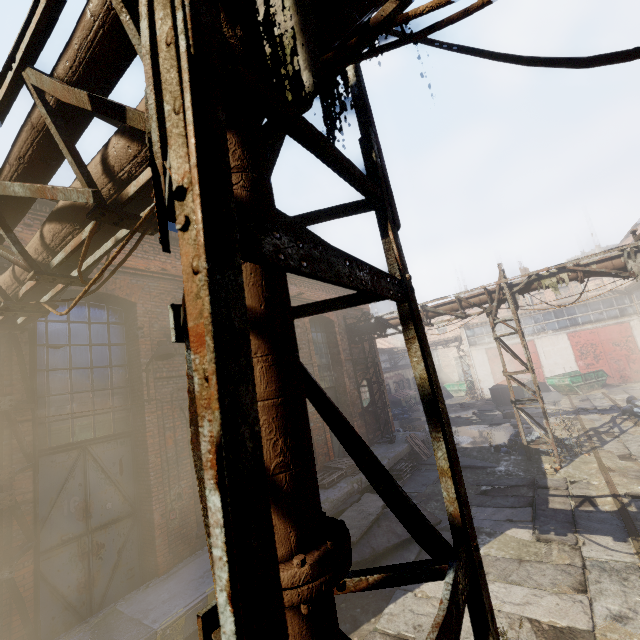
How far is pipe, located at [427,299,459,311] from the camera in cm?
1266

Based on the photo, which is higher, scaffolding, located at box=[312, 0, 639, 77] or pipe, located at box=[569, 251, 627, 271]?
pipe, located at box=[569, 251, 627, 271]

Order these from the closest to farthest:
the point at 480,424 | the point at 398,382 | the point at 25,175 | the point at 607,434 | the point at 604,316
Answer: the point at 25,175, the point at 607,434, the point at 480,424, the point at 604,316, the point at 398,382

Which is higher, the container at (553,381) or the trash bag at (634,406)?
the container at (553,381)

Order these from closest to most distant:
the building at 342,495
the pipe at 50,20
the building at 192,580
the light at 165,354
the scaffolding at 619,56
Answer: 1. the pipe at 50,20
2. the scaffolding at 619,56
3. the building at 192,580
4. the light at 165,354
5. the building at 342,495

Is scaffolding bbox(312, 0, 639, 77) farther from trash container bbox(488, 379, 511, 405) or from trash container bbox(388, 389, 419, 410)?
trash container bbox(388, 389, 419, 410)

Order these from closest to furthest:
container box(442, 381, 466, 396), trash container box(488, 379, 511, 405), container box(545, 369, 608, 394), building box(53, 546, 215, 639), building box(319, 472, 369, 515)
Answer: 1. building box(53, 546, 215, 639)
2. building box(319, 472, 369, 515)
3. container box(545, 369, 608, 394)
4. trash container box(488, 379, 511, 405)
5. container box(442, 381, 466, 396)

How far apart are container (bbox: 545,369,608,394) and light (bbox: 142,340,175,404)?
25.0m
